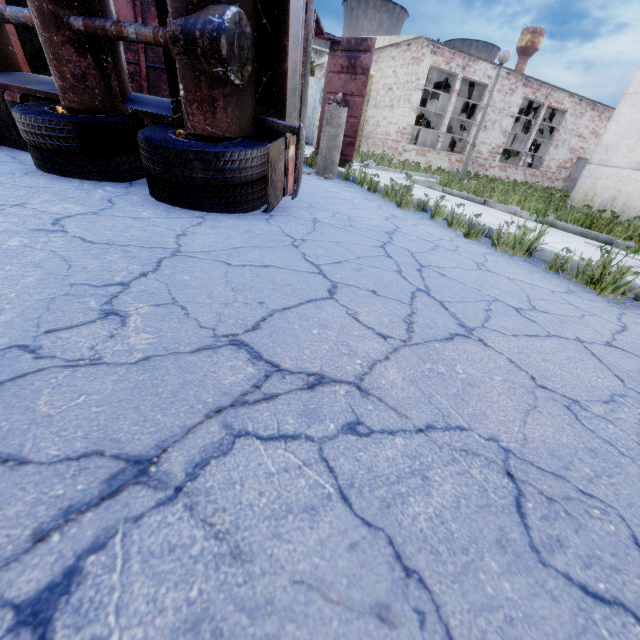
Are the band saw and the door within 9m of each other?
yes

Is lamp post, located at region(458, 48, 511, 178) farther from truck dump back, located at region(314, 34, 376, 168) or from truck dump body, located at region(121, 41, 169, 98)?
truck dump body, located at region(121, 41, 169, 98)

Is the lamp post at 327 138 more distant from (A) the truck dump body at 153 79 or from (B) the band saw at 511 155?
(B) the band saw at 511 155

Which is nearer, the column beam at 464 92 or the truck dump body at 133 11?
the truck dump body at 133 11

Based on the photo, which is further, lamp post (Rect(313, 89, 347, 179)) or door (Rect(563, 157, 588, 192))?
door (Rect(563, 157, 588, 192))

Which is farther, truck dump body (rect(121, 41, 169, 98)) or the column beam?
the column beam

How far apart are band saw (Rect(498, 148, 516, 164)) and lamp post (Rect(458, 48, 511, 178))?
13.0 meters

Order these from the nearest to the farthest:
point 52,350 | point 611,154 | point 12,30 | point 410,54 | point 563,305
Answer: point 52,350, point 563,305, point 12,30, point 611,154, point 410,54
